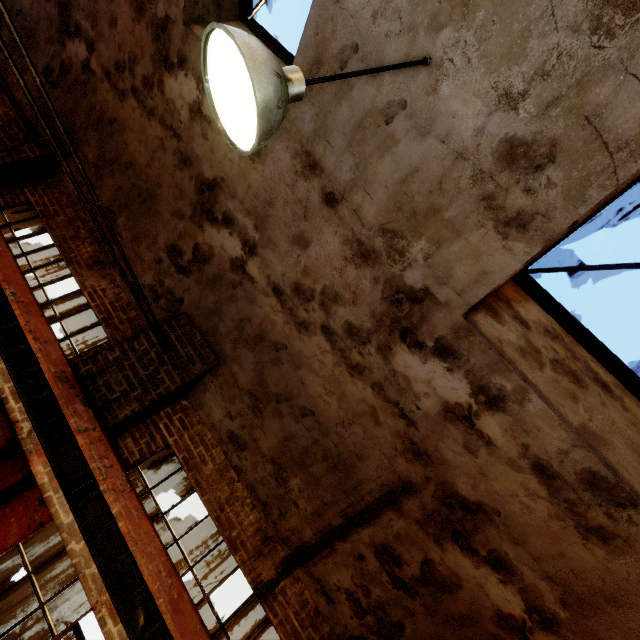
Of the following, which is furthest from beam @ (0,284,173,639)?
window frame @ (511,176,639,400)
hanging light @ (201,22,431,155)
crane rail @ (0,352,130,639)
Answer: window frame @ (511,176,639,400)

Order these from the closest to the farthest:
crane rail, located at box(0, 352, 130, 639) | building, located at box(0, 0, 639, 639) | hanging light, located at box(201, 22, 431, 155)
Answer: hanging light, located at box(201, 22, 431, 155)
building, located at box(0, 0, 639, 639)
crane rail, located at box(0, 352, 130, 639)

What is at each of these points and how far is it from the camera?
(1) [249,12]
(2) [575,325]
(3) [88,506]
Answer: (1) window frame, 4.5 meters
(2) window frame, 3.1 meters
(3) beam, 3.4 meters

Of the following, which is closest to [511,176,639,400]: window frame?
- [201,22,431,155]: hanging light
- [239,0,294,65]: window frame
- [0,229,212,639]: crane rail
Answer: [201,22,431,155]: hanging light

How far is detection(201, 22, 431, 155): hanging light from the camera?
1.5m

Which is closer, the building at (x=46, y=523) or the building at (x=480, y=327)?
the building at (x=480, y=327)

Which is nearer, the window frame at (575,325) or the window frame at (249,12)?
the window frame at (575,325)

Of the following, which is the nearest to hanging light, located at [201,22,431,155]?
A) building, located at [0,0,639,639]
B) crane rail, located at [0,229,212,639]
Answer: building, located at [0,0,639,639]
